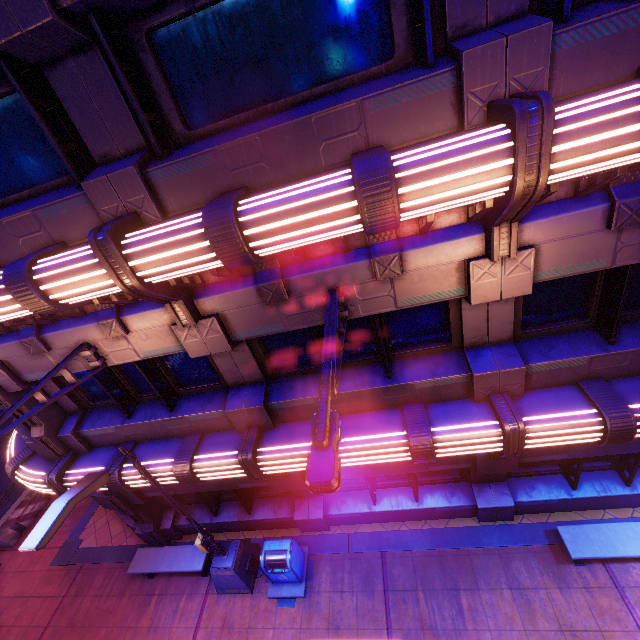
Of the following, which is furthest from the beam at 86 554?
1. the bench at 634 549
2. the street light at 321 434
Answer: the street light at 321 434

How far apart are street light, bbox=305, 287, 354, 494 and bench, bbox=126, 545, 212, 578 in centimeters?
837cm

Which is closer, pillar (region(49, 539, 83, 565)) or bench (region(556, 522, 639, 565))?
bench (region(556, 522, 639, 565))

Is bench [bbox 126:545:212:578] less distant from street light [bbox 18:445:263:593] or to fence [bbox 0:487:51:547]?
street light [bbox 18:445:263:593]

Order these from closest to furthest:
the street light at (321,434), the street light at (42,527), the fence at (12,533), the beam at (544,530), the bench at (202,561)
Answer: the street light at (321,434) → the street light at (42,527) → the beam at (544,530) → the bench at (202,561) → the fence at (12,533)

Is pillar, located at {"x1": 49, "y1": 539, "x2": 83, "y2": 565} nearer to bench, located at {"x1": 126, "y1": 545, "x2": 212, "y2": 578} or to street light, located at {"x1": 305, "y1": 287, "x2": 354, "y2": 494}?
bench, located at {"x1": 126, "y1": 545, "x2": 212, "y2": 578}

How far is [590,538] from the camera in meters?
7.1

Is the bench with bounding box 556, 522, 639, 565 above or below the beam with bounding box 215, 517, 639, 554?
above
